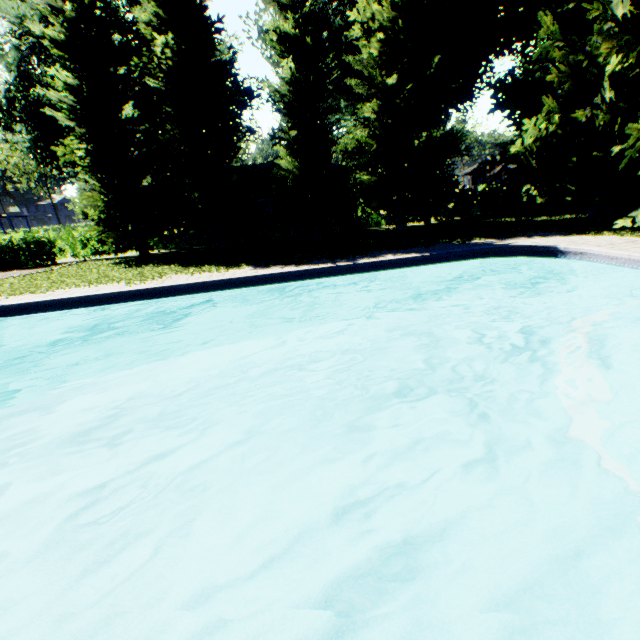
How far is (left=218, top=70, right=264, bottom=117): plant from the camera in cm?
3412

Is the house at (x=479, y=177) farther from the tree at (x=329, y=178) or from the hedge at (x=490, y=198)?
the tree at (x=329, y=178)

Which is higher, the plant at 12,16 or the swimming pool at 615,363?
the plant at 12,16

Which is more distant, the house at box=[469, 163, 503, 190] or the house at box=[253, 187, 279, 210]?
the house at box=[469, 163, 503, 190]

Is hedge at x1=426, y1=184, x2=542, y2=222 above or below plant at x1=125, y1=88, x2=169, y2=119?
below

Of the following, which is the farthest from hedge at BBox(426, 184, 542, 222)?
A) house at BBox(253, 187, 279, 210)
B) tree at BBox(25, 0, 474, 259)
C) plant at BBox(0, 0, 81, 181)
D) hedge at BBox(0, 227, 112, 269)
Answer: hedge at BBox(0, 227, 112, 269)

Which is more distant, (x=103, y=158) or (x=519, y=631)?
(x=103, y=158)

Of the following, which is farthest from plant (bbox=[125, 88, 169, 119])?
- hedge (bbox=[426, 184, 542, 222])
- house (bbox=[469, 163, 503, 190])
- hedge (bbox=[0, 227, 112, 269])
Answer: house (bbox=[469, 163, 503, 190])
